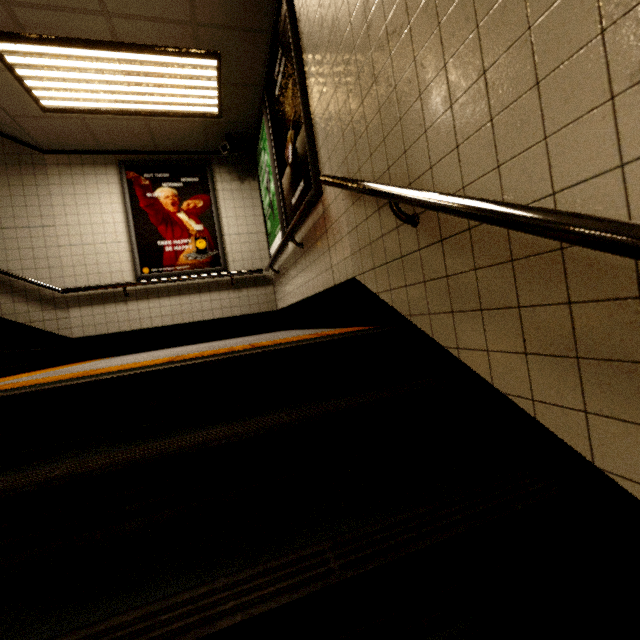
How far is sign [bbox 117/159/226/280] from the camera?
4.7 meters

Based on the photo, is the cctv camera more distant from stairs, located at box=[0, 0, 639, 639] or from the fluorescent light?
stairs, located at box=[0, 0, 639, 639]

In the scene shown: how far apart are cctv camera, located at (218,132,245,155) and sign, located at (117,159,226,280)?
0.4 meters

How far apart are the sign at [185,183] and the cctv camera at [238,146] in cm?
43

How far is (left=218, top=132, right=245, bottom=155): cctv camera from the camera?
4.6m

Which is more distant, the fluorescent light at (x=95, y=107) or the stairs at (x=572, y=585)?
the fluorescent light at (x=95, y=107)

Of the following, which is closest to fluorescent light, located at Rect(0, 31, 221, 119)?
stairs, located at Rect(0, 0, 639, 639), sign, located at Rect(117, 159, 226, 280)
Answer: sign, located at Rect(117, 159, 226, 280)

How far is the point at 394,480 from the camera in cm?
105
